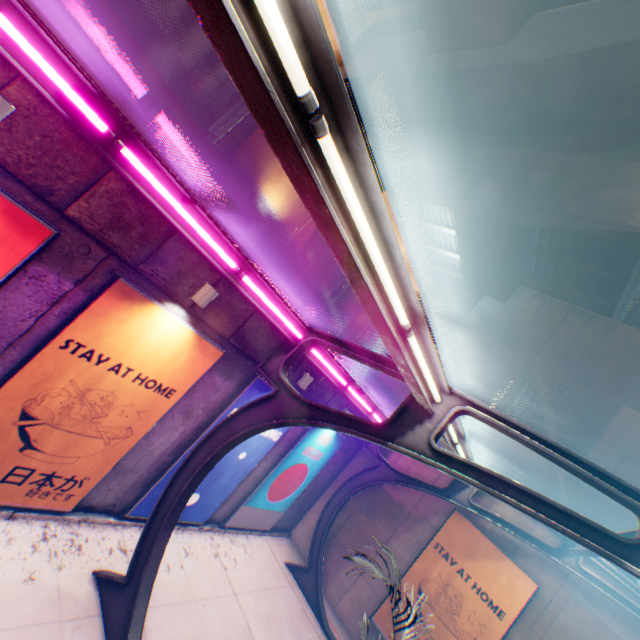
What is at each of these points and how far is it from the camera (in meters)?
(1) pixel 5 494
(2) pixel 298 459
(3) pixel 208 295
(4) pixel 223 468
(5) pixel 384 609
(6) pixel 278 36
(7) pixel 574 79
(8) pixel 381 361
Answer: (1) billboard, 5.52
(2) billboard, 10.94
(3) street lamp, 5.84
(4) billboard, 8.74
(5) billboard, 10.13
(6) street lamp, 1.47
(7) overpass support, 6.29
(8) canopy, 5.96

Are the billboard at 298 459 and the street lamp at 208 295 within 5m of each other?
no

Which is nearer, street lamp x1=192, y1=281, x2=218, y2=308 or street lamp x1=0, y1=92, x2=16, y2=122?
street lamp x1=0, y1=92, x2=16, y2=122

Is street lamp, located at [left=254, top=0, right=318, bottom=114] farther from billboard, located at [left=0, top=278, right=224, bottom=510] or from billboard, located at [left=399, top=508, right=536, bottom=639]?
billboard, located at [left=399, top=508, right=536, bottom=639]

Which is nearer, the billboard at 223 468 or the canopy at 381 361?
the canopy at 381 361

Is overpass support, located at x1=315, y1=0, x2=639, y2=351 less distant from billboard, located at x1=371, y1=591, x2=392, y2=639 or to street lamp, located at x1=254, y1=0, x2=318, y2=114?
street lamp, located at x1=254, y1=0, x2=318, y2=114

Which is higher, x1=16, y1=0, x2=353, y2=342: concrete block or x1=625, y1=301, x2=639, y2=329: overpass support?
x1=625, y1=301, x2=639, y2=329: overpass support

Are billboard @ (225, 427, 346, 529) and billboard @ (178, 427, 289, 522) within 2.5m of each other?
yes
